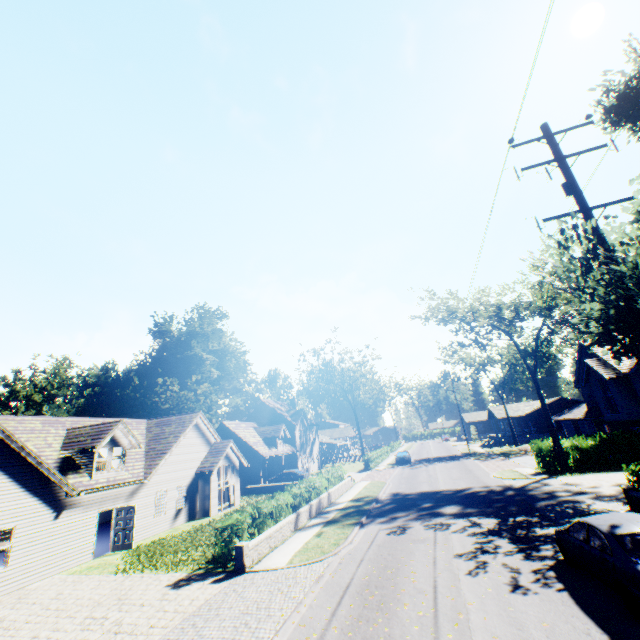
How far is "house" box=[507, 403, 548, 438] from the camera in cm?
5541

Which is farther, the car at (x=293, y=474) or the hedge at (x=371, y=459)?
the hedge at (x=371, y=459)

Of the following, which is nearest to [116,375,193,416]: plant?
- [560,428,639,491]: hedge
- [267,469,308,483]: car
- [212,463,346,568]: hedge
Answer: [267,469,308,483]: car

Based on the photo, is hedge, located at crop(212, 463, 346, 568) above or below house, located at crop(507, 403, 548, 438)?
below

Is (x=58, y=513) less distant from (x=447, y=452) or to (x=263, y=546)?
(x=263, y=546)

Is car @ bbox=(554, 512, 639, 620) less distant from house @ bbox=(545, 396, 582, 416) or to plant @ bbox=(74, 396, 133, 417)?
house @ bbox=(545, 396, 582, 416)

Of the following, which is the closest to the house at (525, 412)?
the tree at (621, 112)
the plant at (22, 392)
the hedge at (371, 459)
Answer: the hedge at (371, 459)

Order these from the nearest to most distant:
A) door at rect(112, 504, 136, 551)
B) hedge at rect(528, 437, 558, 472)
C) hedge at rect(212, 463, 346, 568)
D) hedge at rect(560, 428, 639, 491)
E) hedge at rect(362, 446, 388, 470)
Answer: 1. hedge at rect(212, 463, 346, 568)
2. hedge at rect(560, 428, 639, 491)
3. door at rect(112, 504, 136, 551)
4. hedge at rect(528, 437, 558, 472)
5. hedge at rect(362, 446, 388, 470)
